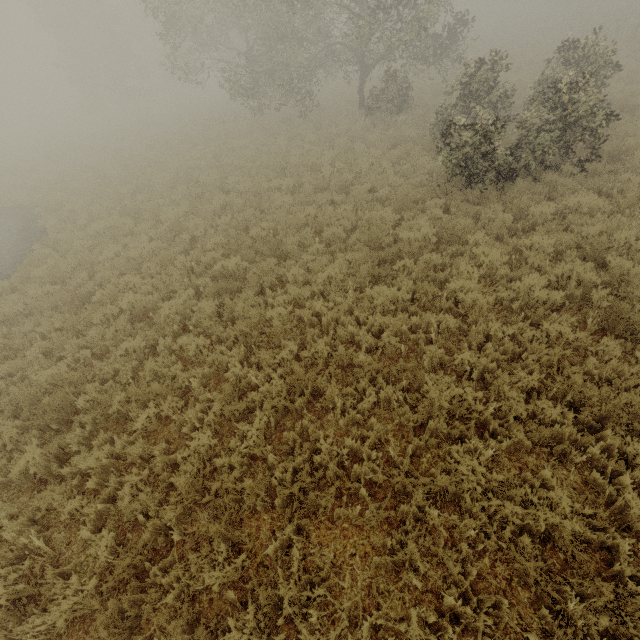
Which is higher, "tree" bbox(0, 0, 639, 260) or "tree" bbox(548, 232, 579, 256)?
"tree" bbox(0, 0, 639, 260)

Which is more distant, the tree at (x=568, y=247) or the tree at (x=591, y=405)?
the tree at (x=568, y=247)

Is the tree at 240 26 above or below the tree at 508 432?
above

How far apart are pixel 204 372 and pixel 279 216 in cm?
601

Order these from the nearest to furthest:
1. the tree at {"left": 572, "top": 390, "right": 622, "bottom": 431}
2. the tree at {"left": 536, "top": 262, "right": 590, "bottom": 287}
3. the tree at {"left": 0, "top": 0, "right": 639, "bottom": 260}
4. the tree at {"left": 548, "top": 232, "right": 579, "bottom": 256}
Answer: the tree at {"left": 572, "top": 390, "right": 622, "bottom": 431}, the tree at {"left": 536, "top": 262, "right": 590, "bottom": 287}, the tree at {"left": 548, "top": 232, "right": 579, "bottom": 256}, the tree at {"left": 0, "top": 0, "right": 639, "bottom": 260}

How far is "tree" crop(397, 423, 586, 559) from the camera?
3.62m
